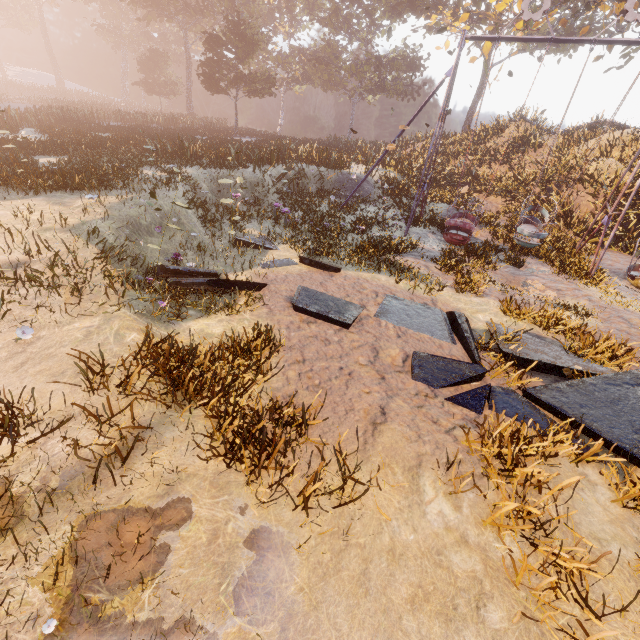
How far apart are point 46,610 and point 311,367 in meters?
3.7

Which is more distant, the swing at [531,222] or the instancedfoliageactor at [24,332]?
the swing at [531,222]

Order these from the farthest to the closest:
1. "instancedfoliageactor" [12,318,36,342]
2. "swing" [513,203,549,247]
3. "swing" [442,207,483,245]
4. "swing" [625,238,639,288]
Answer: "swing" [513,203,549,247]
"swing" [442,207,483,245]
"swing" [625,238,639,288]
"instancedfoliageactor" [12,318,36,342]

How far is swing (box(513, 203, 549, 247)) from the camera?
11.76m

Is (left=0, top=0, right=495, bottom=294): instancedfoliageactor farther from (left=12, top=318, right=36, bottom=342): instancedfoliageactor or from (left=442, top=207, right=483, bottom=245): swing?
(left=442, top=207, right=483, bottom=245): swing

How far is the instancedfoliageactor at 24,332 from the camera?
4.38m

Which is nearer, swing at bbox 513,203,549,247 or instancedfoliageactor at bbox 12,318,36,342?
instancedfoliageactor at bbox 12,318,36,342
